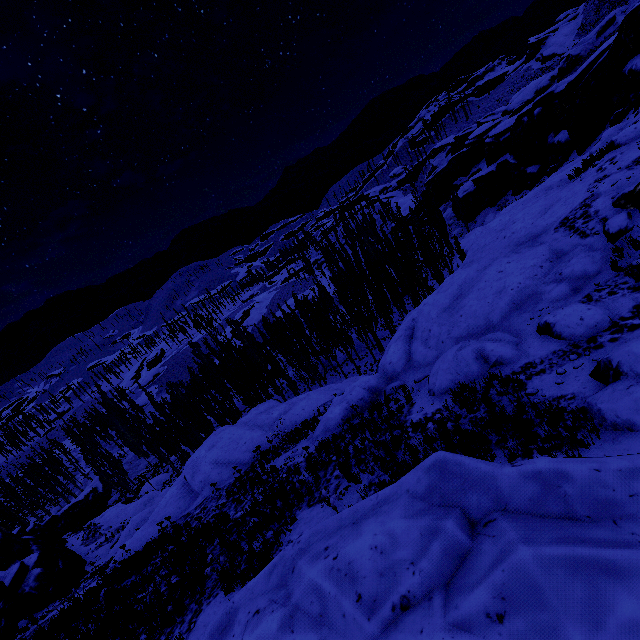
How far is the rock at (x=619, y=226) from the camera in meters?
10.8 m

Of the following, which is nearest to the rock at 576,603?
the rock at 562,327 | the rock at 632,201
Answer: the rock at 632,201

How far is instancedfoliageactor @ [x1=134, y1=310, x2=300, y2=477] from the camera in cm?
3575

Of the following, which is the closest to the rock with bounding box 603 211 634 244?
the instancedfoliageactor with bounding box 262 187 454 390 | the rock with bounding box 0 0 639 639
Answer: the rock with bounding box 0 0 639 639

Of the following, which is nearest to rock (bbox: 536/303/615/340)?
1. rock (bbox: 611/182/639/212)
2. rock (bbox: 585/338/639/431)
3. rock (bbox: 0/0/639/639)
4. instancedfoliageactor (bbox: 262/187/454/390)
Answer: rock (bbox: 0/0/639/639)

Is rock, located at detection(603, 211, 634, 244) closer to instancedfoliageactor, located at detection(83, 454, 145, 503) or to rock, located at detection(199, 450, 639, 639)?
rock, located at detection(199, 450, 639, 639)

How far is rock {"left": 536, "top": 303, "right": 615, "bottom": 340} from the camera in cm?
891

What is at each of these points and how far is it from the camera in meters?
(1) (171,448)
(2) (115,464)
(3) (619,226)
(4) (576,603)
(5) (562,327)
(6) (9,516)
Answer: (1) instancedfoliageactor, 48.4 m
(2) instancedfoliageactor, 58.3 m
(3) rock, 10.9 m
(4) rock, 2.5 m
(5) rock, 9.6 m
(6) instancedfoliageactor, 51.2 m
